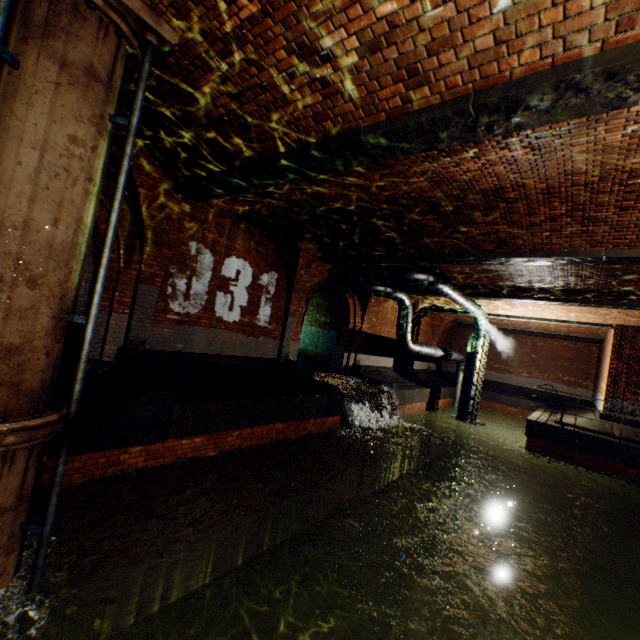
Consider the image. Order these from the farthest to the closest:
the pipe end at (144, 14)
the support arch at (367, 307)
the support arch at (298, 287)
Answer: the support arch at (367, 307)
the support arch at (298, 287)
the pipe end at (144, 14)

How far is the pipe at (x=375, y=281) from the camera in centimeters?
1095cm

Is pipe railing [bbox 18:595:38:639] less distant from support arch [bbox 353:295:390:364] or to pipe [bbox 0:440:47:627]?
pipe [bbox 0:440:47:627]

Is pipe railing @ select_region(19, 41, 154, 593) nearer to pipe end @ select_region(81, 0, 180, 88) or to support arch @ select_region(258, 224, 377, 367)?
pipe end @ select_region(81, 0, 180, 88)

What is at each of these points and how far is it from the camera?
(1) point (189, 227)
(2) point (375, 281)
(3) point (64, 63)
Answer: (1) support arch, 7.8 meters
(2) pipe, 11.6 meters
(3) pipe, 3.0 meters

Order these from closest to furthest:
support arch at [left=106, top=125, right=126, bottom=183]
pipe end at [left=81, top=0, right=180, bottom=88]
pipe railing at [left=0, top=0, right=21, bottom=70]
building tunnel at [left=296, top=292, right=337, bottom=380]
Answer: pipe railing at [left=0, top=0, right=21, bottom=70]
pipe end at [left=81, top=0, right=180, bottom=88]
support arch at [left=106, top=125, right=126, bottom=183]
building tunnel at [left=296, top=292, right=337, bottom=380]

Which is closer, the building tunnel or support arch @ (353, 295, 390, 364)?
support arch @ (353, 295, 390, 364)

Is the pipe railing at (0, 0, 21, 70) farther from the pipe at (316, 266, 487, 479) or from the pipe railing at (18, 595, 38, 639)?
the pipe at (316, 266, 487, 479)
